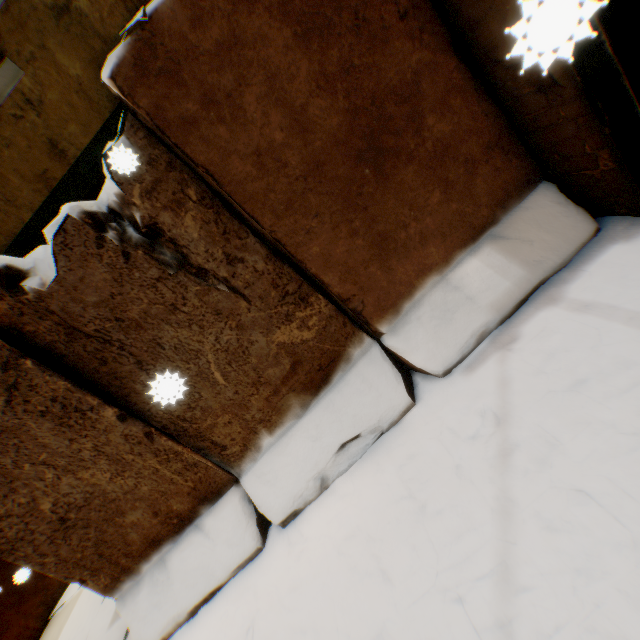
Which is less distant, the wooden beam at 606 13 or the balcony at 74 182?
the wooden beam at 606 13

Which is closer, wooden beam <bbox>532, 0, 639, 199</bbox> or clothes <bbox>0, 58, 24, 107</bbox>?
wooden beam <bbox>532, 0, 639, 199</bbox>

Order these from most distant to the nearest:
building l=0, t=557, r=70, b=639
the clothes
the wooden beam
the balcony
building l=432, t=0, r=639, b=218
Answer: building l=0, t=557, r=70, b=639 → the clothes → the balcony → building l=432, t=0, r=639, b=218 → the wooden beam

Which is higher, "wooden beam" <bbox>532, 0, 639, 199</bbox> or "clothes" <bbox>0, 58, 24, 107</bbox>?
"clothes" <bbox>0, 58, 24, 107</bbox>

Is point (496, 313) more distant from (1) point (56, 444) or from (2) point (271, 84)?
(1) point (56, 444)

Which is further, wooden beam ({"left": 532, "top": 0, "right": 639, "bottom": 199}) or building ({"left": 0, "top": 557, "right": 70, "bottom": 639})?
building ({"left": 0, "top": 557, "right": 70, "bottom": 639})

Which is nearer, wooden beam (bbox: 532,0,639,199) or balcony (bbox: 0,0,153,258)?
wooden beam (bbox: 532,0,639,199)

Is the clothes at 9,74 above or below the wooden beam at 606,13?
above
